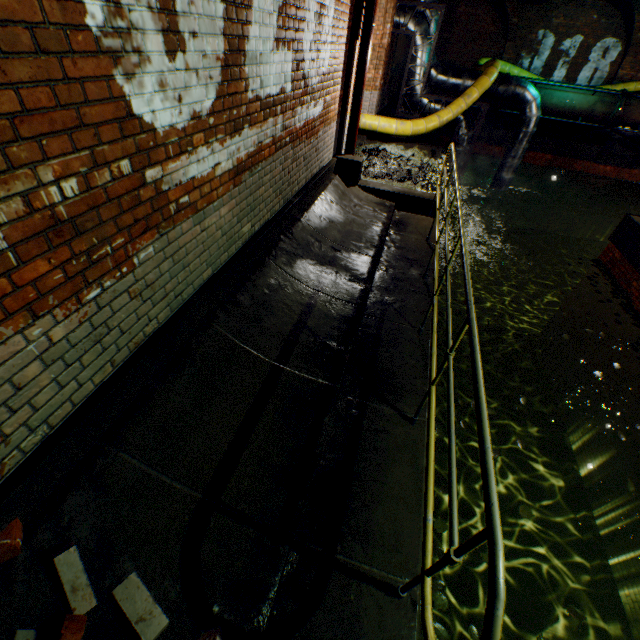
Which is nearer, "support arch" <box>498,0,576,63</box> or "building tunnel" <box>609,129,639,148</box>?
"support arch" <box>498,0,576,63</box>

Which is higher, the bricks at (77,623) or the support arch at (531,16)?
the support arch at (531,16)

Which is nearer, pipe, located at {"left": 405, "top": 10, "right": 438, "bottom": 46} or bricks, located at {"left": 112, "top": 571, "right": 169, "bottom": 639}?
bricks, located at {"left": 112, "top": 571, "right": 169, "bottom": 639}

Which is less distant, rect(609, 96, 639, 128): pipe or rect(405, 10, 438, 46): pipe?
rect(405, 10, 438, 46): pipe

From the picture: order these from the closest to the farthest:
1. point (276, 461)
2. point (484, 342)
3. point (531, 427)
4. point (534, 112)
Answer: point (276, 461) → point (531, 427) → point (534, 112) → point (484, 342)

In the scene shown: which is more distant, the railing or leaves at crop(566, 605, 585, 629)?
leaves at crop(566, 605, 585, 629)

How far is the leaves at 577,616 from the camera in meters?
2.9

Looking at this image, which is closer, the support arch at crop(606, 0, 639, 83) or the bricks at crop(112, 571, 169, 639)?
the bricks at crop(112, 571, 169, 639)
